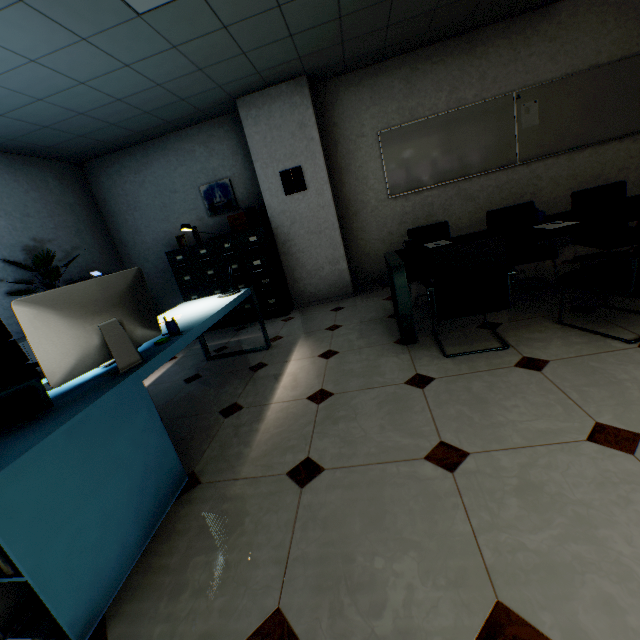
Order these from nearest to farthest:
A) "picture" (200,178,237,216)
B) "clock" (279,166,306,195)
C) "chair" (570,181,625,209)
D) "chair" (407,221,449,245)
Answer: "chair" (570,181,625,209)
"chair" (407,221,449,245)
"clock" (279,166,306,195)
"picture" (200,178,237,216)

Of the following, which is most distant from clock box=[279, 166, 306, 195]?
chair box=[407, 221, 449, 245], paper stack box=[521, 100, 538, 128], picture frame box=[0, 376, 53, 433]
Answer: picture frame box=[0, 376, 53, 433]

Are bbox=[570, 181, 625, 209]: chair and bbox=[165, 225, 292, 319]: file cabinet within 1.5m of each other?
no

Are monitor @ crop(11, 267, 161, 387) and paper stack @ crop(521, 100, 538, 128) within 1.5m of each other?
no

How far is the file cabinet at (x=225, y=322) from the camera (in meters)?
4.93

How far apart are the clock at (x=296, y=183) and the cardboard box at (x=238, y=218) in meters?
0.6

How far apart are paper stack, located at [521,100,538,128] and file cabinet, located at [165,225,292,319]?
3.8m

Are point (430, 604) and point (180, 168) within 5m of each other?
no
